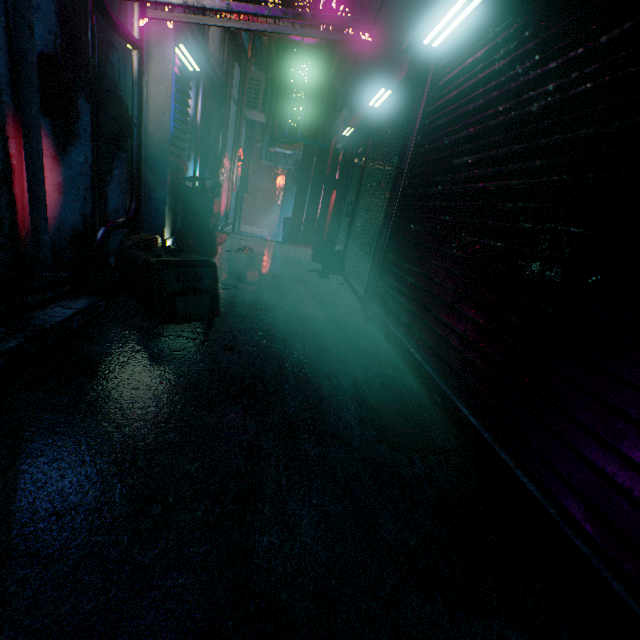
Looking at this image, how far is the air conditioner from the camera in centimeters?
830cm

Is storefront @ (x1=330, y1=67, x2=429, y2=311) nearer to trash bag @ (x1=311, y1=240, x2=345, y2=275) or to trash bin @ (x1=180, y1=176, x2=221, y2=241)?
trash bag @ (x1=311, y1=240, x2=345, y2=275)

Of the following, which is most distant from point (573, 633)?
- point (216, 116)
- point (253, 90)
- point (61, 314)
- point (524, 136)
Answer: point (253, 90)

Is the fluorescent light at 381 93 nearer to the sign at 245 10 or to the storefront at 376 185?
the storefront at 376 185

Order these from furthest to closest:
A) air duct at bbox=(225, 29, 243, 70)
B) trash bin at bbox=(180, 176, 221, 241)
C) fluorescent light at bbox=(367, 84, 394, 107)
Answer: air duct at bbox=(225, 29, 243, 70) → trash bin at bbox=(180, 176, 221, 241) → fluorescent light at bbox=(367, 84, 394, 107)

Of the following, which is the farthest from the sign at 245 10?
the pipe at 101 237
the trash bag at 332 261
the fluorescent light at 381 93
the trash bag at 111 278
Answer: the trash bag at 332 261

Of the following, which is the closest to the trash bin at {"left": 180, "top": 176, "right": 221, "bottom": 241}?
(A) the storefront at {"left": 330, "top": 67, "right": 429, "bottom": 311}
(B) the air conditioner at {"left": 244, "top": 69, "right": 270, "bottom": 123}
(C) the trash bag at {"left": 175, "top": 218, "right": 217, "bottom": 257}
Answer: (C) the trash bag at {"left": 175, "top": 218, "right": 217, "bottom": 257}

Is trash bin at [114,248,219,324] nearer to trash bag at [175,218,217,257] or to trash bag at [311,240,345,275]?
trash bag at [175,218,217,257]
